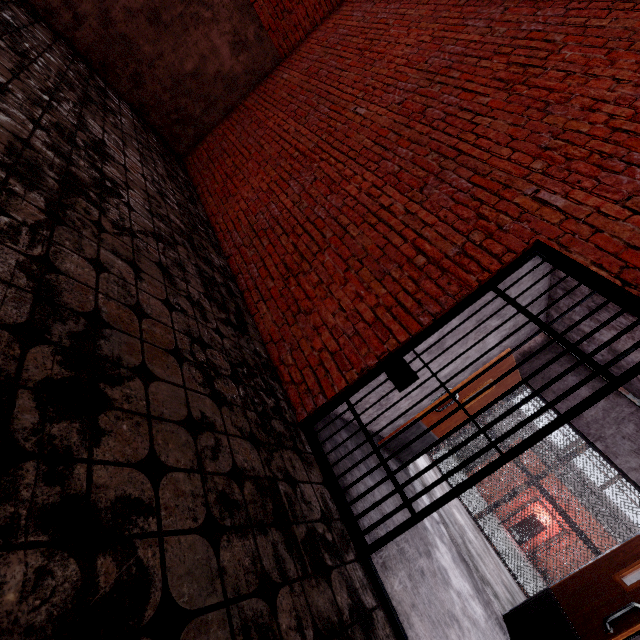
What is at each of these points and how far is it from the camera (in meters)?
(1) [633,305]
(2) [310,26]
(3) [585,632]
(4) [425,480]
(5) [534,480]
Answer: (1) metal bar, 2.01
(2) trim, 6.61
(3) door, 3.03
(4) stair, 5.49
(5) metal cage, 6.56

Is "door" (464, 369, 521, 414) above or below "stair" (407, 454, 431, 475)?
above

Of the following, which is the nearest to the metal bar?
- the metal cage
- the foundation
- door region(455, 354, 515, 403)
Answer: door region(455, 354, 515, 403)

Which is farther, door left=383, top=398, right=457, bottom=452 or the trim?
the trim

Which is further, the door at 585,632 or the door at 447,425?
the door at 447,425

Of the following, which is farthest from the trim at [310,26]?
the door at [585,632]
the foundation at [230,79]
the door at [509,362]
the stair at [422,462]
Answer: the door at [585,632]

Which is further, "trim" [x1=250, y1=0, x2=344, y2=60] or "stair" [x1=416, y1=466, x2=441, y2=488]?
"trim" [x1=250, y1=0, x2=344, y2=60]
